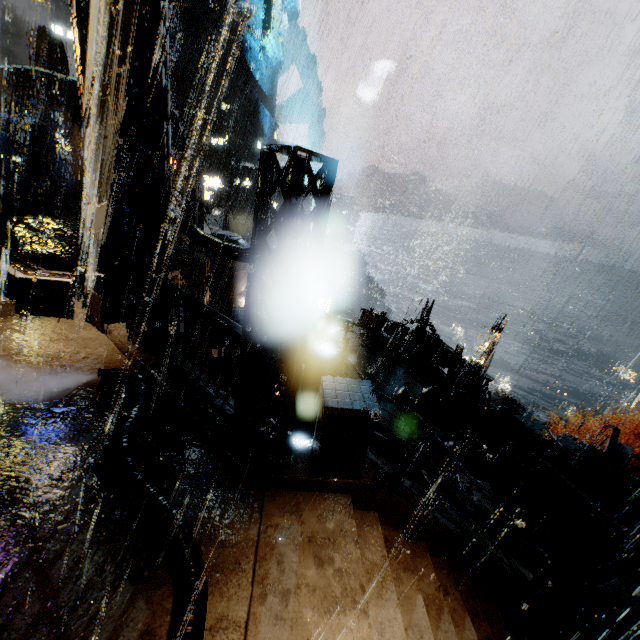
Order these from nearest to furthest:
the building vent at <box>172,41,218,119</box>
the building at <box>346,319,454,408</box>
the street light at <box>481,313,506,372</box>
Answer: the building at <box>346,319,454,408</box>, the street light at <box>481,313,506,372</box>, the building vent at <box>172,41,218,119</box>

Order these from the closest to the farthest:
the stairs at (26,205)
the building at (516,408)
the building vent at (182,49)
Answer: the building at (516,408) < the stairs at (26,205) < the building vent at (182,49)

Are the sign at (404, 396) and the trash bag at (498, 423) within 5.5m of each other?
yes

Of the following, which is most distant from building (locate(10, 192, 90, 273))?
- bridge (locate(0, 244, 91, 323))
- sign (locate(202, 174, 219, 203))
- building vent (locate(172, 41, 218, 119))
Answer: building vent (locate(172, 41, 218, 119))

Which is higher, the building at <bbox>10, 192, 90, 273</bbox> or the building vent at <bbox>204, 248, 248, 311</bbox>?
the building at <bbox>10, 192, 90, 273</bbox>

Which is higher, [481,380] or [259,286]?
[259,286]

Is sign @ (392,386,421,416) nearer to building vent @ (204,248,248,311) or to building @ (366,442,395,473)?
building @ (366,442,395,473)

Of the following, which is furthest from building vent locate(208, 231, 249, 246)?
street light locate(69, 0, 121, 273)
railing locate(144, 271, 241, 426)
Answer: railing locate(144, 271, 241, 426)
